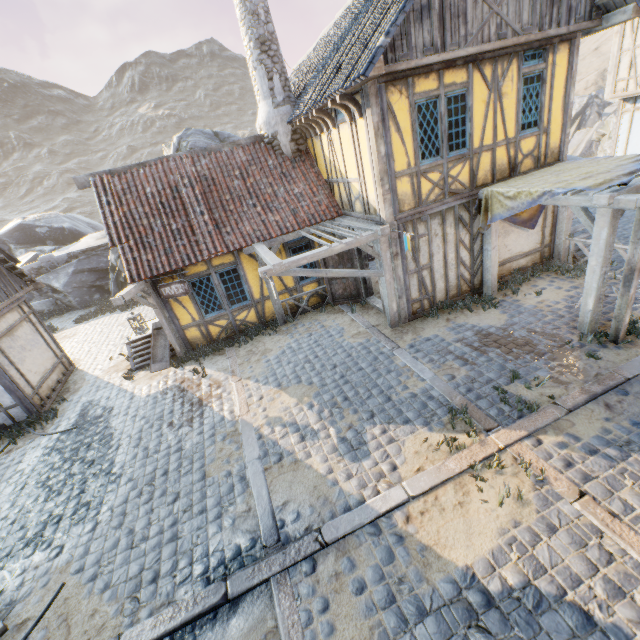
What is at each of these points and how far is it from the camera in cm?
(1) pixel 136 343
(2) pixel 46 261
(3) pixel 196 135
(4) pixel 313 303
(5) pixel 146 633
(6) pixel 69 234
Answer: (1) stairs, 1102
(2) stone column, 1919
(3) rock, 1714
(4) building, 1148
(5) stone blocks, 413
(6) rock, 2653

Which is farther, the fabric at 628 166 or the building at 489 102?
the building at 489 102

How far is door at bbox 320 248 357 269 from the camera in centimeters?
1041cm

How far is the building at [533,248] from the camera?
9.4m

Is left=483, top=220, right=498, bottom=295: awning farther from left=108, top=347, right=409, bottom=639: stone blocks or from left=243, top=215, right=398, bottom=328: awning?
left=108, top=347, right=409, bottom=639: stone blocks

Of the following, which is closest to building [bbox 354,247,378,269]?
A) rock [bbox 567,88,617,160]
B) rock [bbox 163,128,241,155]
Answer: rock [bbox 567,88,617,160]

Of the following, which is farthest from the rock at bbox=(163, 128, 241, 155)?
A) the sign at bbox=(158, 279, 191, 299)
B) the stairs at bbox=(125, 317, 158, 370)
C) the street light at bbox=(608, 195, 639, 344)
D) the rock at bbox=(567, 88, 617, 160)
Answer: the street light at bbox=(608, 195, 639, 344)

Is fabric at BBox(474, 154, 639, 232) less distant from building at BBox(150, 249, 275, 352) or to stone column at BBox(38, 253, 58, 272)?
building at BBox(150, 249, 275, 352)
